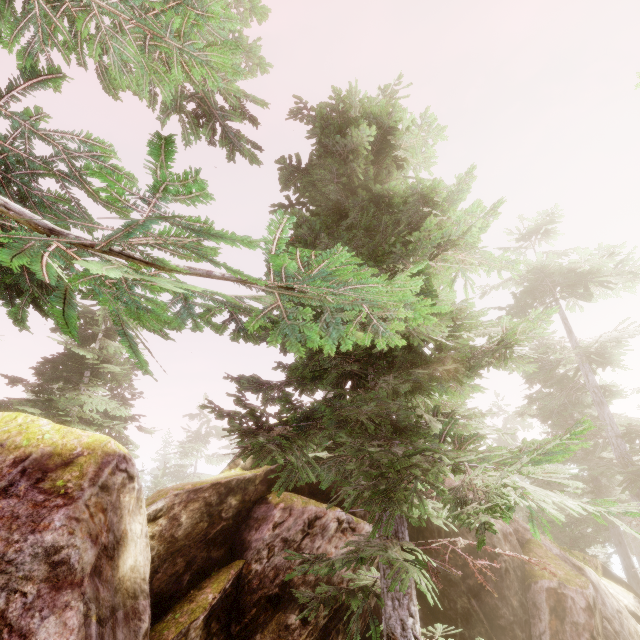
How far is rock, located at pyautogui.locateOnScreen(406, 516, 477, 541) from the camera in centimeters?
1093cm

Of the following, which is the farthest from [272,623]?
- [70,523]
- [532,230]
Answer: [532,230]

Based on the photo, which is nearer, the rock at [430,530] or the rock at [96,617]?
the rock at [96,617]

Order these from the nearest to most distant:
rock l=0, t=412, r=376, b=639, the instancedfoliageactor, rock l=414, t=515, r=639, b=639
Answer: the instancedfoliageactor → rock l=0, t=412, r=376, b=639 → rock l=414, t=515, r=639, b=639

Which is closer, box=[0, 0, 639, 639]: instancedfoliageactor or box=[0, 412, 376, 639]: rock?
box=[0, 0, 639, 639]: instancedfoliageactor

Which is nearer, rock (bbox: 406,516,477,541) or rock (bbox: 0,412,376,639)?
rock (bbox: 0,412,376,639)

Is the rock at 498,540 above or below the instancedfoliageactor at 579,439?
below
